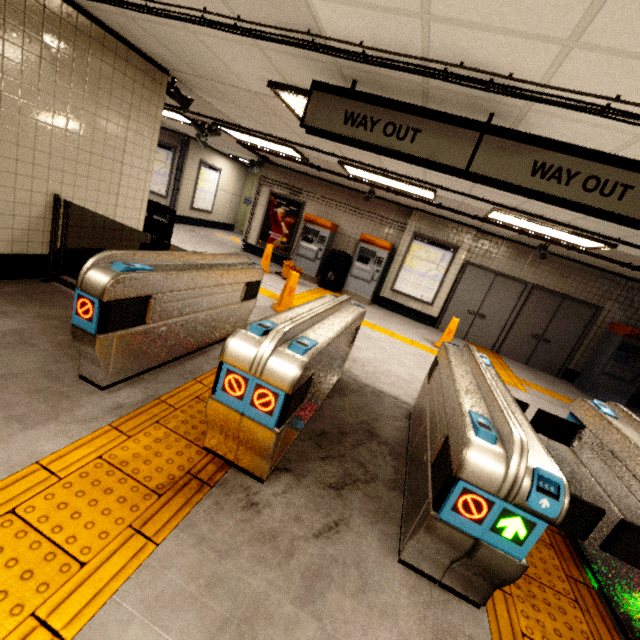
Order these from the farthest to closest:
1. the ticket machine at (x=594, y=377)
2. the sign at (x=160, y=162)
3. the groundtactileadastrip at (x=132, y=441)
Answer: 1. the sign at (x=160, y=162)
2. the ticket machine at (x=594, y=377)
3. the groundtactileadastrip at (x=132, y=441)

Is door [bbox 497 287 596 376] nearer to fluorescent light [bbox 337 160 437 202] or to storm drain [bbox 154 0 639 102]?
storm drain [bbox 154 0 639 102]

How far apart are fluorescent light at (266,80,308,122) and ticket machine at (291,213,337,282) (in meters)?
4.82

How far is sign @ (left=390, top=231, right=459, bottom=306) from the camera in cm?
891

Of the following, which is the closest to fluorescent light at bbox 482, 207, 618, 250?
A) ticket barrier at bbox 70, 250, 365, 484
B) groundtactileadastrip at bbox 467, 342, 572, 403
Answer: groundtactileadastrip at bbox 467, 342, 572, 403

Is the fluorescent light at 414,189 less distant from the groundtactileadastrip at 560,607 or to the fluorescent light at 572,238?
the fluorescent light at 572,238

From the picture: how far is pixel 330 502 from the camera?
2.28m

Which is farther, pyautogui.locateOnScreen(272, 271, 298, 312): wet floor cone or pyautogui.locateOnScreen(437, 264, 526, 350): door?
pyautogui.locateOnScreen(437, 264, 526, 350): door
